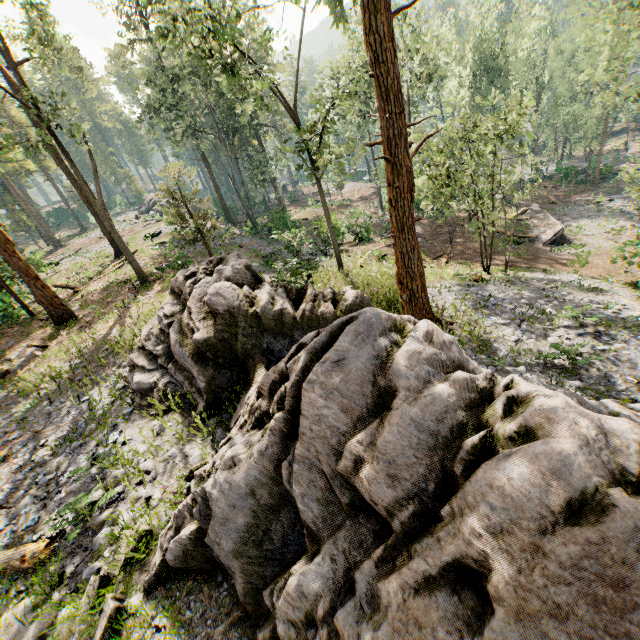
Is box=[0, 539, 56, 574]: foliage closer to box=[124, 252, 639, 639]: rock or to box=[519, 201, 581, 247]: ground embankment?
box=[124, 252, 639, 639]: rock

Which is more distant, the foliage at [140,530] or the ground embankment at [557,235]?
the ground embankment at [557,235]

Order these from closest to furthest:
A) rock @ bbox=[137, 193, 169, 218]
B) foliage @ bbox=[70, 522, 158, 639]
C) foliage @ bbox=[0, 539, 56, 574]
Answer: foliage @ bbox=[70, 522, 158, 639] < foliage @ bbox=[0, 539, 56, 574] < rock @ bbox=[137, 193, 169, 218]

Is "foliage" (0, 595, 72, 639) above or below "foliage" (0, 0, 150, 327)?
below

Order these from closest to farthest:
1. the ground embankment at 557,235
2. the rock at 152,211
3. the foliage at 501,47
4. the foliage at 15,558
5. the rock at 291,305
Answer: the rock at 291,305
the foliage at 15,558
the foliage at 501,47
the ground embankment at 557,235
the rock at 152,211

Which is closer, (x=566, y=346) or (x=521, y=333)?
(x=566, y=346)

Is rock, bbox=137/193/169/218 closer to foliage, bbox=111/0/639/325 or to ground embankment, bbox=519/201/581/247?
foliage, bbox=111/0/639/325

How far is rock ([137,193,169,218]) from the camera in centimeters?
4747cm
